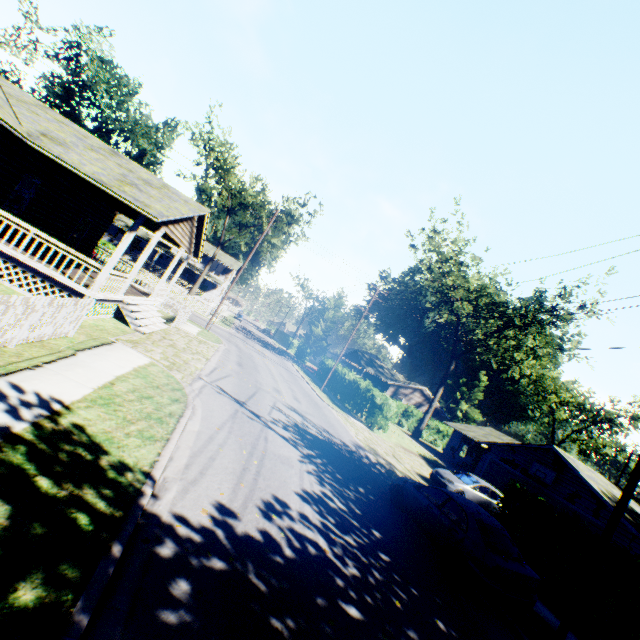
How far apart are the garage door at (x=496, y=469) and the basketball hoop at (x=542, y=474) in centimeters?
53cm

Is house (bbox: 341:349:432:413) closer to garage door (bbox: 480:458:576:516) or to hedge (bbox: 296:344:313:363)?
hedge (bbox: 296:344:313:363)

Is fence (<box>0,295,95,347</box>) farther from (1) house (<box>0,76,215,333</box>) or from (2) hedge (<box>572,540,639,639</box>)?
(2) hedge (<box>572,540,639,639</box>)

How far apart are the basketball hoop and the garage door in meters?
0.5

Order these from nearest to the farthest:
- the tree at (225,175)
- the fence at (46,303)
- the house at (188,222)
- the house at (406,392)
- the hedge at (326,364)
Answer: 1. the fence at (46,303)
2. the house at (188,222)
3. the tree at (225,175)
4. the hedge at (326,364)
5. the house at (406,392)

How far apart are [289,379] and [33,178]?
19.8m

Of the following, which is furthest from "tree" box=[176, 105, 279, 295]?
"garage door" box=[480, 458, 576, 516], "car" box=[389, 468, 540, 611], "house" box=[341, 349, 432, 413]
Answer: "garage door" box=[480, 458, 576, 516]

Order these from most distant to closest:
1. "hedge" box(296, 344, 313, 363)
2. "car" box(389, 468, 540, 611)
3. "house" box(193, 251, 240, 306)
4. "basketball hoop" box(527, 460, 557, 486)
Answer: "hedge" box(296, 344, 313, 363) → "house" box(193, 251, 240, 306) → "basketball hoop" box(527, 460, 557, 486) → "car" box(389, 468, 540, 611)
